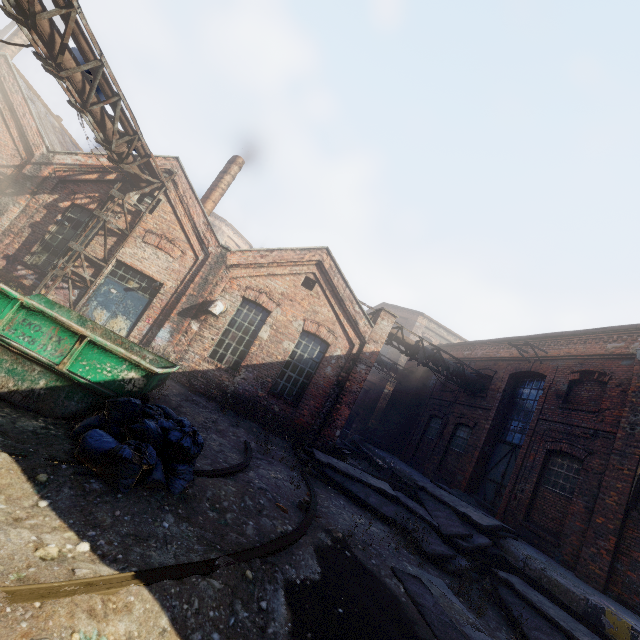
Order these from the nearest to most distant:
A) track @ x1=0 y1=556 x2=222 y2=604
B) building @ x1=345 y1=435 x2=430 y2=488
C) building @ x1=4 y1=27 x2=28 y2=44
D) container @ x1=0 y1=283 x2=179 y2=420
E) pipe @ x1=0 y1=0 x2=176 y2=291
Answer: track @ x1=0 y1=556 x2=222 y2=604 → container @ x1=0 y1=283 x2=179 y2=420 → pipe @ x1=0 y1=0 x2=176 y2=291 → building @ x1=345 y1=435 x2=430 y2=488 → building @ x1=4 y1=27 x2=28 y2=44

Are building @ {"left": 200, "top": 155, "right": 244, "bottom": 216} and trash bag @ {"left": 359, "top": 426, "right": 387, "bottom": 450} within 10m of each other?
no

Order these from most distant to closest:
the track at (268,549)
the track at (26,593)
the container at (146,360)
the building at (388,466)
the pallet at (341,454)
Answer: the building at (388,466)
the pallet at (341,454)
the container at (146,360)
the track at (268,549)
the track at (26,593)

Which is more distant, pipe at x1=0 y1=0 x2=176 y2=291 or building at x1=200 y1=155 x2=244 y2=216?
building at x1=200 y1=155 x2=244 y2=216

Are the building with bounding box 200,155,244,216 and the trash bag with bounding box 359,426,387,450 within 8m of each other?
no

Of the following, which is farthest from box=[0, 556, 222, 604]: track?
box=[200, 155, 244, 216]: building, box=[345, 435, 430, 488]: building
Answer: box=[200, 155, 244, 216]: building

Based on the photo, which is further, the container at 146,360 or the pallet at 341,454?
the pallet at 341,454

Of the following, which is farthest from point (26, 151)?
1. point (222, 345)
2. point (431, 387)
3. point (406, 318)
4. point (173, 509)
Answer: point (406, 318)
